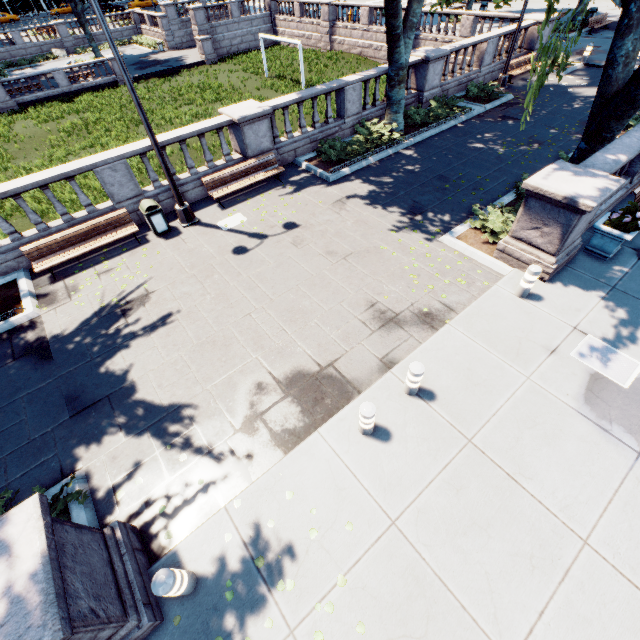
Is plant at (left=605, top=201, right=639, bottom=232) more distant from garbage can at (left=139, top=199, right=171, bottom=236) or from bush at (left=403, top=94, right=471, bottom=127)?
garbage can at (left=139, top=199, right=171, bottom=236)

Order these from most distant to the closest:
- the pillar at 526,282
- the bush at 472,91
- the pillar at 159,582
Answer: the bush at 472,91 → the pillar at 526,282 → the pillar at 159,582

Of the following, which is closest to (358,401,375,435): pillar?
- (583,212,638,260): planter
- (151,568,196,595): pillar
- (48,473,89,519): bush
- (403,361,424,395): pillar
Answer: (403,361,424,395): pillar

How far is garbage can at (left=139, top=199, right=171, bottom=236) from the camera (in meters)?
9.93

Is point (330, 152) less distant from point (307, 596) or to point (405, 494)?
point (405, 494)

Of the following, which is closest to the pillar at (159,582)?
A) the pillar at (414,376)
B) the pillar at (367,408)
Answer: the pillar at (367,408)

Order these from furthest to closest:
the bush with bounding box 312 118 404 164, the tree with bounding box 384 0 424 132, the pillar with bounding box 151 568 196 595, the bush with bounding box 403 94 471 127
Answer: A: the bush with bounding box 403 94 471 127, the bush with bounding box 312 118 404 164, the tree with bounding box 384 0 424 132, the pillar with bounding box 151 568 196 595

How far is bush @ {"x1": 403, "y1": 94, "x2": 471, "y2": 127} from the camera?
14.8 meters
